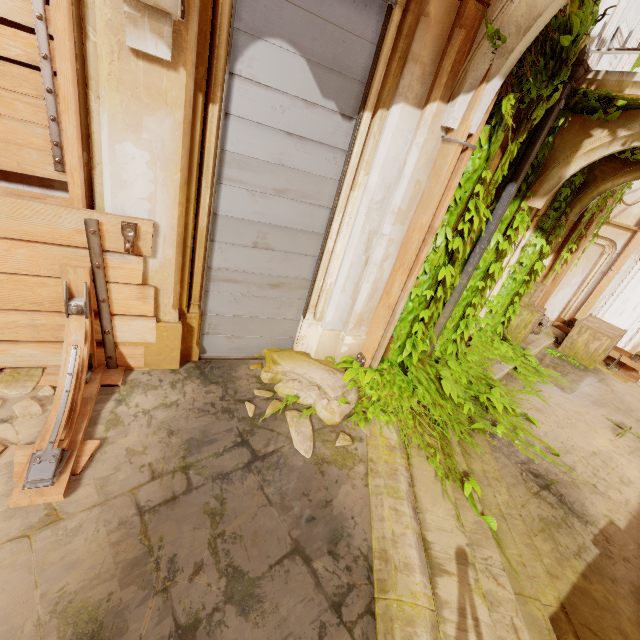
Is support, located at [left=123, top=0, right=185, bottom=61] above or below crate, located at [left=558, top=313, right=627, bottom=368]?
above

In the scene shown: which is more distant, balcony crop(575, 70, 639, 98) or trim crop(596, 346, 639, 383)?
trim crop(596, 346, 639, 383)

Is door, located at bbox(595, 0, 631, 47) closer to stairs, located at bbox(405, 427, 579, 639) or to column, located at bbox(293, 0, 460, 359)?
column, located at bbox(293, 0, 460, 359)

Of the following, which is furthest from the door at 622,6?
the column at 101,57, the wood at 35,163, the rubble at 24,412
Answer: the rubble at 24,412

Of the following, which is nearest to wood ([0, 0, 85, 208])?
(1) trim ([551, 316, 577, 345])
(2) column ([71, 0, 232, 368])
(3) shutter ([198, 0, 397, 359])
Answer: (2) column ([71, 0, 232, 368])

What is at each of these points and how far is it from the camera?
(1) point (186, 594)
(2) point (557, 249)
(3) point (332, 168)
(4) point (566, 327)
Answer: (1) building, 1.9m
(2) column, 8.0m
(3) shutter, 3.2m
(4) trim, 9.4m

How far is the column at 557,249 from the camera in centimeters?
763cm

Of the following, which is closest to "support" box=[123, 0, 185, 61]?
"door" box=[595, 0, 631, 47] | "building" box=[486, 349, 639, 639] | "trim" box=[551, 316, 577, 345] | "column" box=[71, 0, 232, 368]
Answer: "column" box=[71, 0, 232, 368]
